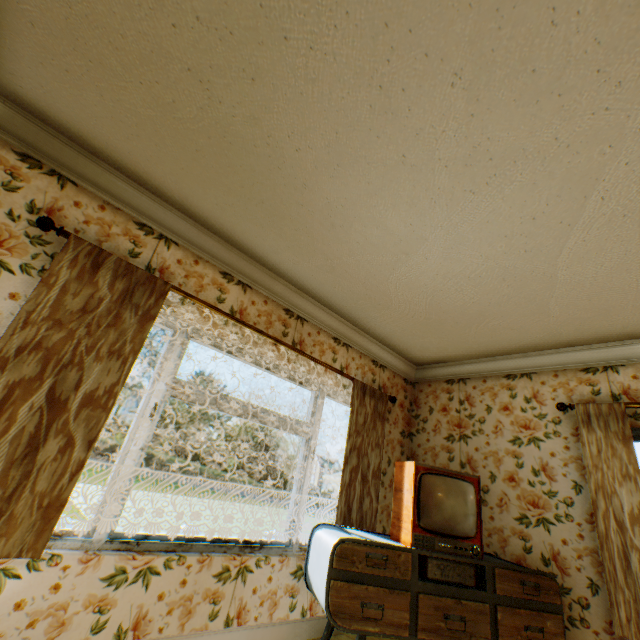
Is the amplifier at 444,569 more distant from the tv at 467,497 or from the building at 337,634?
the building at 337,634

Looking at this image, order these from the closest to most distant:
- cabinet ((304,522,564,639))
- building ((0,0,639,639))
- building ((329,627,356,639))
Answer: building ((0,0,639,639)) → cabinet ((304,522,564,639)) → building ((329,627,356,639))

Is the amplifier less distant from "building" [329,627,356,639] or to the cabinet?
the cabinet

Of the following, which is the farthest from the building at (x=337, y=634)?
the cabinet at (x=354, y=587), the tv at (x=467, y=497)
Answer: the tv at (x=467, y=497)

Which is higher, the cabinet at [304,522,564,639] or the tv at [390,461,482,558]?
the tv at [390,461,482,558]

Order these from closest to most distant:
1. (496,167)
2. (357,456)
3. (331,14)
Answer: (331,14) → (496,167) → (357,456)

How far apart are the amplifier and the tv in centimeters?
7cm

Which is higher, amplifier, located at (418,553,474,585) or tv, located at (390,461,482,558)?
tv, located at (390,461,482,558)
